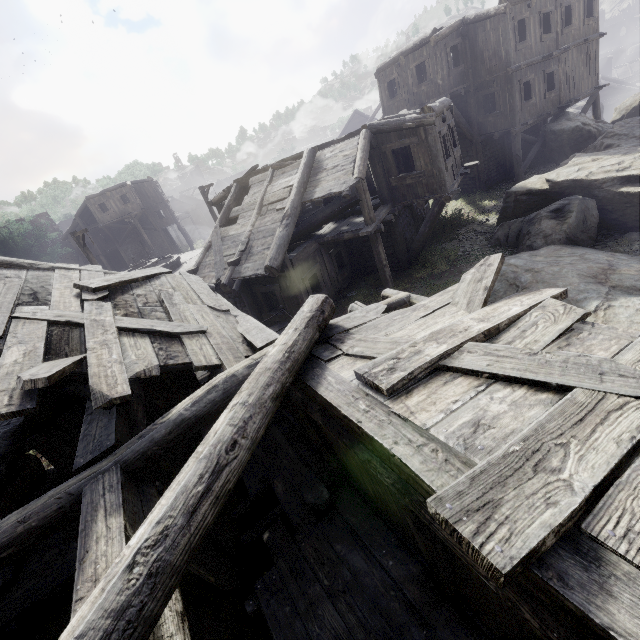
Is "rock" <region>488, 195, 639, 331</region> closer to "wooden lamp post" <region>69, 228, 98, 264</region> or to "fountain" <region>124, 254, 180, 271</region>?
"wooden lamp post" <region>69, 228, 98, 264</region>

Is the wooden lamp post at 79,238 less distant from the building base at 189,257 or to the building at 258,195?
the building base at 189,257

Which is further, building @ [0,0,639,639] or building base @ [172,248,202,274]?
building base @ [172,248,202,274]

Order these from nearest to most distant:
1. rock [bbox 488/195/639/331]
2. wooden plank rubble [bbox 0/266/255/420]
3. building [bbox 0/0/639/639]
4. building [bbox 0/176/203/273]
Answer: building [bbox 0/0/639/639] < wooden plank rubble [bbox 0/266/255/420] < rock [bbox 488/195/639/331] < building [bbox 0/176/203/273]

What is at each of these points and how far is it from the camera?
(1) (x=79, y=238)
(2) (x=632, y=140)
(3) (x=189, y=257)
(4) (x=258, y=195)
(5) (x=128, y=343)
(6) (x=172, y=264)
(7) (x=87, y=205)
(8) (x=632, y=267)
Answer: (1) wooden lamp post, 17.7 meters
(2) rock, 13.5 meters
(3) building base, 27.8 meters
(4) building, 14.0 meters
(5) wooden plank rubble, 4.5 meters
(6) fountain, 24.7 meters
(7) building, 33.9 meters
(8) rock, 8.3 meters

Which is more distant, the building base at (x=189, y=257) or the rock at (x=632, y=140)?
the building base at (x=189, y=257)

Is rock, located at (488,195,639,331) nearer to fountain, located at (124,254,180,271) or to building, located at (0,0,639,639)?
building, located at (0,0,639,639)

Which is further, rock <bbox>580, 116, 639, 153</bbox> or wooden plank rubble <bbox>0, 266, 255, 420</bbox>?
rock <bbox>580, 116, 639, 153</bbox>
